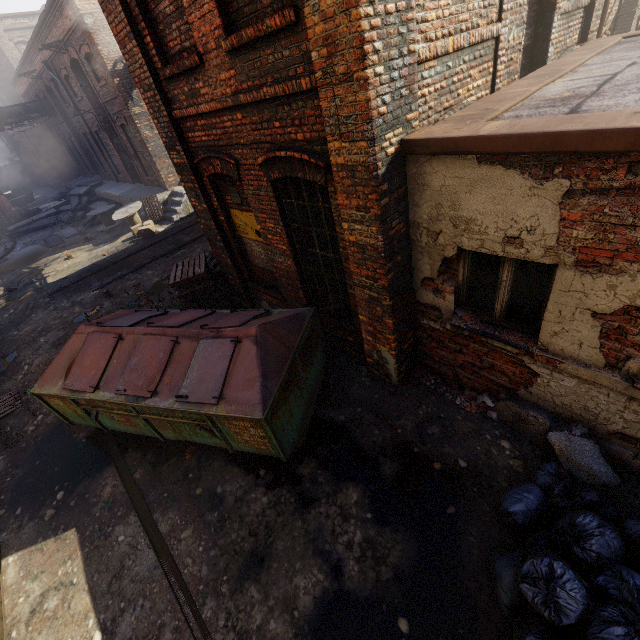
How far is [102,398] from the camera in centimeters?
477cm

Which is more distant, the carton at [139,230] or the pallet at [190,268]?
the carton at [139,230]

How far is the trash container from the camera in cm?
418

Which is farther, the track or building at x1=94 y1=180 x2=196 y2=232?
building at x1=94 y1=180 x2=196 y2=232

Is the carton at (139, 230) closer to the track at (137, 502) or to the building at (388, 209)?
the track at (137, 502)

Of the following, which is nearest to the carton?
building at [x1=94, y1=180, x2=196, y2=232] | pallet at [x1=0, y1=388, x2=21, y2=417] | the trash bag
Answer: building at [x1=94, y1=180, x2=196, y2=232]

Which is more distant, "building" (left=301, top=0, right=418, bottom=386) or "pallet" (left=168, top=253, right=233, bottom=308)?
"pallet" (left=168, top=253, right=233, bottom=308)

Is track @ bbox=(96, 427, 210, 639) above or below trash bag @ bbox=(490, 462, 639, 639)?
below
